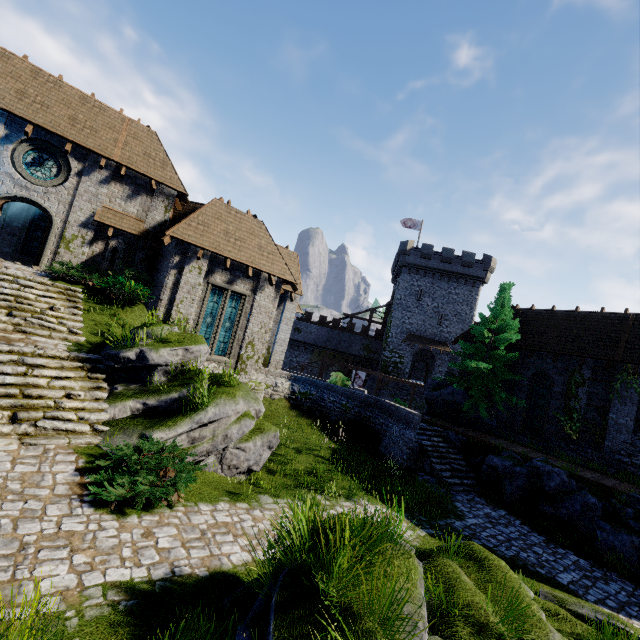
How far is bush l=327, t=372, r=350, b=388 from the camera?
21.2m

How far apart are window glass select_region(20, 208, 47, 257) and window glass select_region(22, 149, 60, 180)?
5.7 meters

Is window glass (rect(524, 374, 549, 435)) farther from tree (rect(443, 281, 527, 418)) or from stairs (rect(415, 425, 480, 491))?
stairs (rect(415, 425, 480, 491))

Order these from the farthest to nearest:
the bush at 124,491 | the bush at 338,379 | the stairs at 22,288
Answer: the bush at 338,379 → the stairs at 22,288 → the bush at 124,491

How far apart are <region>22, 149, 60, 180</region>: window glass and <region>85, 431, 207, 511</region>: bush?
13.7m

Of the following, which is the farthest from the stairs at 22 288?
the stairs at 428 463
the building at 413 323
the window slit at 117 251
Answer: the building at 413 323

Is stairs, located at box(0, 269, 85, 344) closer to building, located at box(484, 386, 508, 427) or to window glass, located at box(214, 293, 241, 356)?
window glass, located at box(214, 293, 241, 356)

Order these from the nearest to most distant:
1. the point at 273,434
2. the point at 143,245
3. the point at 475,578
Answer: the point at 475,578 < the point at 273,434 < the point at 143,245
